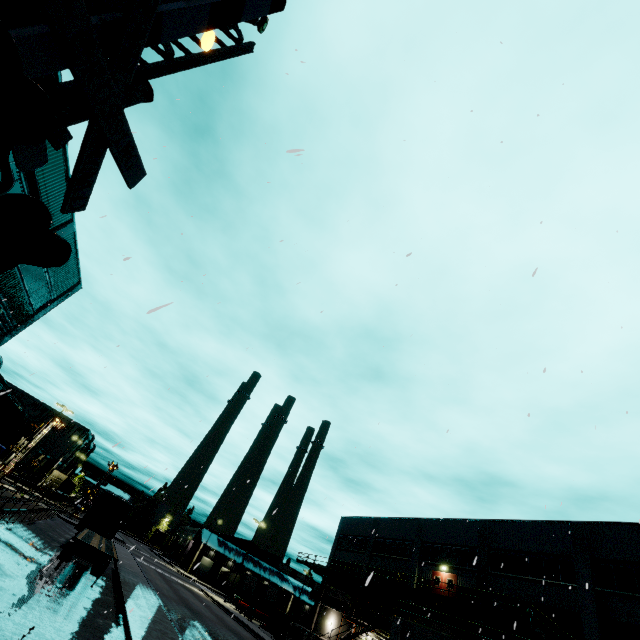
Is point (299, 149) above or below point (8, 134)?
above

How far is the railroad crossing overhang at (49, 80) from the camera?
3.18m

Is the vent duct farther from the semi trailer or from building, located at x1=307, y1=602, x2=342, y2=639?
the semi trailer

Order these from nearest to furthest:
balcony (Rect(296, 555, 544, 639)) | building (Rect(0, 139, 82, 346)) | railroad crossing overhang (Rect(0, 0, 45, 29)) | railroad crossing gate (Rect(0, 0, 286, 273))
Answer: railroad crossing gate (Rect(0, 0, 286, 273)) < railroad crossing overhang (Rect(0, 0, 45, 29)) < building (Rect(0, 139, 82, 346)) < balcony (Rect(296, 555, 544, 639))

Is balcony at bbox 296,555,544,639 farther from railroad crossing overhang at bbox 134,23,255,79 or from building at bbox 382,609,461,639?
railroad crossing overhang at bbox 134,23,255,79

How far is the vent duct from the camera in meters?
33.6

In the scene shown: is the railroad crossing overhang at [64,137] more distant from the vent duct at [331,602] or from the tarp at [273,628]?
the tarp at [273,628]

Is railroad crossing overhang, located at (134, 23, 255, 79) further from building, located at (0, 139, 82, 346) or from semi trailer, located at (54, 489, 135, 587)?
semi trailer, located at (54, 489, 135, 587)
